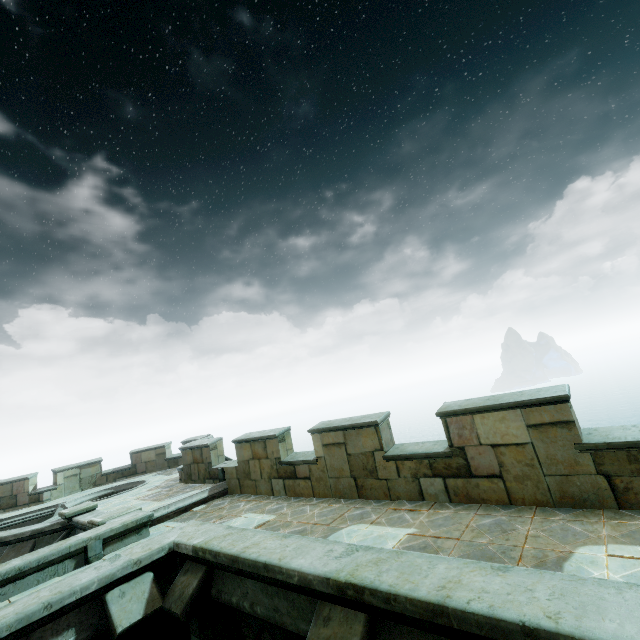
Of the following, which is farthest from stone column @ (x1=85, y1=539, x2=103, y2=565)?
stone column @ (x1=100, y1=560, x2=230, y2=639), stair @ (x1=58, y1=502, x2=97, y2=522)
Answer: stair @ (x1=58, y1=502, x2=97, y2=522)

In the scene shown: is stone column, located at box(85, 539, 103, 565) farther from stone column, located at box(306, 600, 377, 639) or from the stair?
stone column, located at box(306, 600, 377, 639)

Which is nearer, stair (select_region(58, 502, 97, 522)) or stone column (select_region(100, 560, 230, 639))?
stone column (select_region(100, 560, 230, 639))

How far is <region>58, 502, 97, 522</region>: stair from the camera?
10.5m

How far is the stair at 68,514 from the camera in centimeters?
1050cm

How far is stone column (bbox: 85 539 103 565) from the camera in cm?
756

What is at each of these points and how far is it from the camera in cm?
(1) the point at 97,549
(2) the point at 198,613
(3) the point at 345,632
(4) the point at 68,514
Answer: (1) stone column, 772
(2) stone column, 512
(3) stone column, 342
(4) stair, 1048

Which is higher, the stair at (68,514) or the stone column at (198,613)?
the stair at (68,514)
